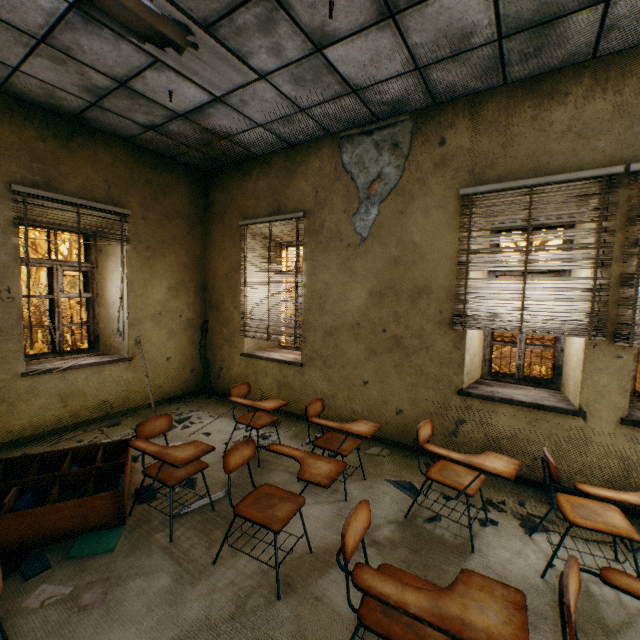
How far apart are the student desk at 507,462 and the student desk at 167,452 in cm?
162

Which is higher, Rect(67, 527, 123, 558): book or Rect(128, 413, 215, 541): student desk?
Rect(128, 413, 215, 541): student desk

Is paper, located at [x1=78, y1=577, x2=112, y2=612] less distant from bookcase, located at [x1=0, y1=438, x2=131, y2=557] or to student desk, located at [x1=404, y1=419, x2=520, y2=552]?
bookcase, located at [x1=0, y1=438, x2=131, y2=557]

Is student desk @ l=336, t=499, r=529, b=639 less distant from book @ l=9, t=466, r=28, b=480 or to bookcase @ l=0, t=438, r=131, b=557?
bookcase @ l=0, t=438, r=131, b=557

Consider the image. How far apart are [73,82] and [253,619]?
4.9 meters

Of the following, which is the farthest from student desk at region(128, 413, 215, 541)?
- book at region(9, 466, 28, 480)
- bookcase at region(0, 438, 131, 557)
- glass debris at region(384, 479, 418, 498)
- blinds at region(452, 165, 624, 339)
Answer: blinds at region(452, 165, 624, 339)

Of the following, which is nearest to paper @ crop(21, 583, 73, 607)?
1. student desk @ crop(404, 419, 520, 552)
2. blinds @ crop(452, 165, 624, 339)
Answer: student desk @ crop(404, 419, 520, 552)

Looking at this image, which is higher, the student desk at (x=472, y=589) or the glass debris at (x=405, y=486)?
the student desk at (x=472, y=589)
